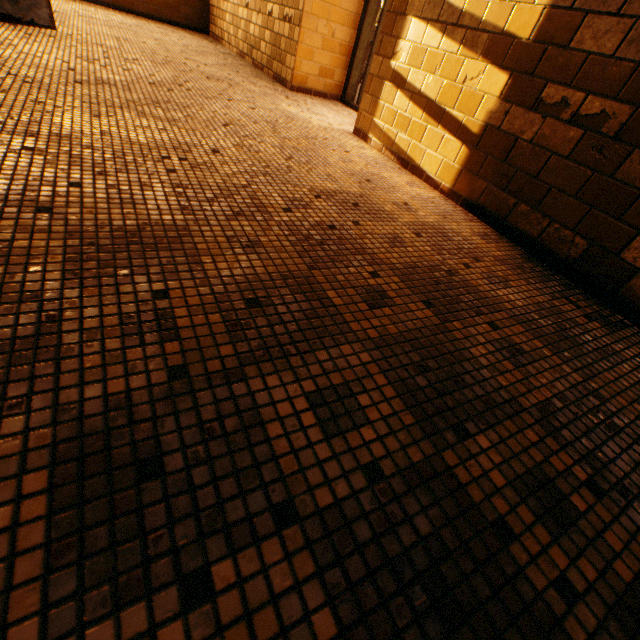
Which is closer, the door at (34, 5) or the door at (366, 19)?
the door at (34, 5)

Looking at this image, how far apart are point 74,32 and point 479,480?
5.8m

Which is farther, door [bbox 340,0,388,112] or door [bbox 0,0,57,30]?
door [bbox 340,0,388,112]
